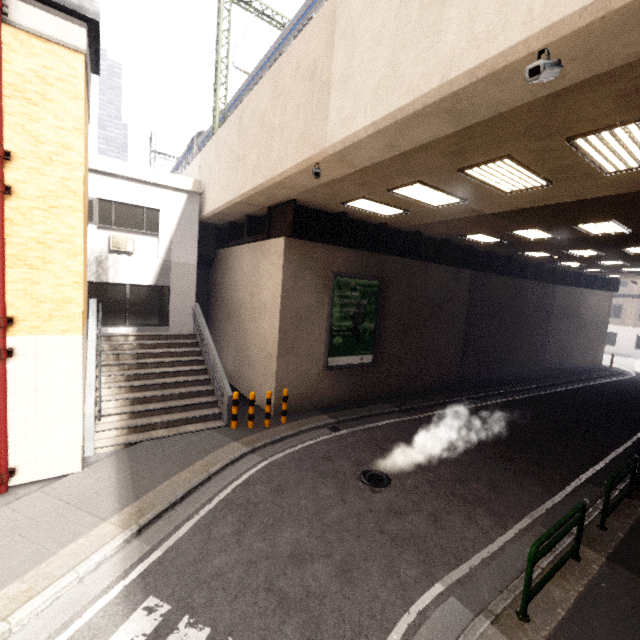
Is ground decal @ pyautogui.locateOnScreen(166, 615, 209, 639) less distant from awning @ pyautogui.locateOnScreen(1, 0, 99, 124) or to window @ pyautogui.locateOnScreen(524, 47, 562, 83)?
window @ pyautogui.locateOnScreen(524, 47, 562, 83)

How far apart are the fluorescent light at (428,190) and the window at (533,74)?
3.9 meters

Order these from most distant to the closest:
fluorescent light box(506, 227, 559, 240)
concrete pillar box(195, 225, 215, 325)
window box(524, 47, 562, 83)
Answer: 1. concrete pillar box(195, 225, 215, 325)
2. fluorescent light box(506, 227, 559, 240)
3. window box(524, 47, 562, 83)

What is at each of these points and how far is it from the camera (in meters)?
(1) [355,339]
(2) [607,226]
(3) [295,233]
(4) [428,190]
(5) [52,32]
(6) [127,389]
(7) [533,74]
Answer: (1) sign, 12.31
(2) fluorescent light, 9.89
(3) platform underside, 9.84
(4) fluorescent light, 7.86
(5) awning, 5.89
(6) stairs, 9.70
(7) window, 3.31

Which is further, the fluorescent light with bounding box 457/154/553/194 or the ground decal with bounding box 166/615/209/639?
the fluorescent light with bounding box 457/154/553/194

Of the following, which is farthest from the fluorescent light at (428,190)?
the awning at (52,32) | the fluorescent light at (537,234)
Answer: the awning at (52,32)

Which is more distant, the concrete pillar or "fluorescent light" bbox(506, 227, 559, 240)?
the concrete pillar

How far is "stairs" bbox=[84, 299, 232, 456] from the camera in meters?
8.4 m
